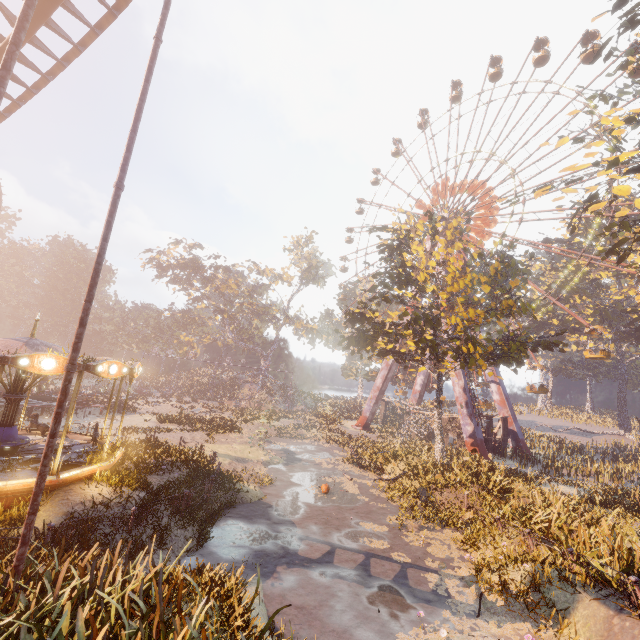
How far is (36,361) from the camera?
9.8m

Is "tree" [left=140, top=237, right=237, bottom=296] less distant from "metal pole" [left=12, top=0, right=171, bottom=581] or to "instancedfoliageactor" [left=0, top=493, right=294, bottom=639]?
"metal pole" [left=12, top=0, right=171, bottom=581]

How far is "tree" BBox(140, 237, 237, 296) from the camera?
51.5 meters

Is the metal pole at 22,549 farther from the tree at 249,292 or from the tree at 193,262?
the tree at 193,262

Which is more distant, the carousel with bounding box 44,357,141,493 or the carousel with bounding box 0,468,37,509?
the carousel with bounding box 44,357,141,493

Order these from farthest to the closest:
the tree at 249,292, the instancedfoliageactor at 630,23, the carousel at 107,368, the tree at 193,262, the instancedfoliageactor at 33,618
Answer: the tree at 249,292 → the tree at 193,262 → the instancedfoliageactor at 630,23 → the carousel at 107,368 → the instancedfoliageactor at 33,618

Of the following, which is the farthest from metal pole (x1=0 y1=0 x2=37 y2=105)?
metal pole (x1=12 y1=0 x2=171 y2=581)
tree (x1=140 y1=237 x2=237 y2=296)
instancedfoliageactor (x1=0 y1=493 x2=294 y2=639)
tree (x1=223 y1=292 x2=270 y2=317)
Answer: tree (x1=140 y1=237 x2=237 y2=296)

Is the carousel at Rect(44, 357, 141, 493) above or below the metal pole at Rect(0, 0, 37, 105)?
below
